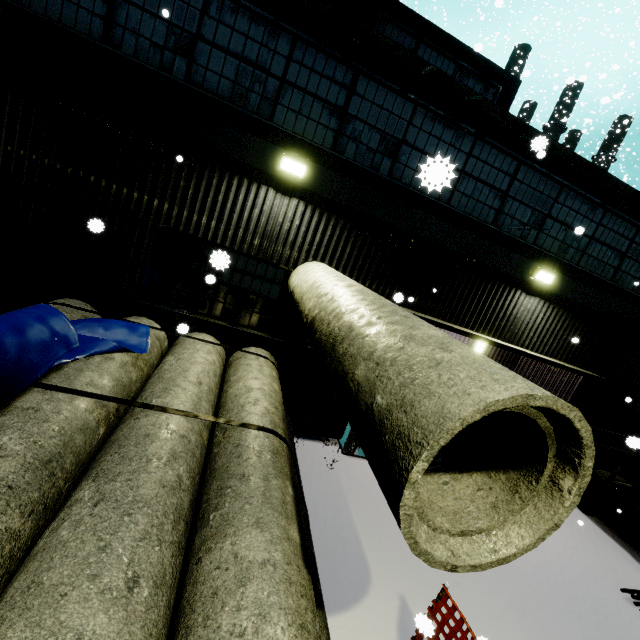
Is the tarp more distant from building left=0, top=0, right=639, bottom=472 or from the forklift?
the forklift

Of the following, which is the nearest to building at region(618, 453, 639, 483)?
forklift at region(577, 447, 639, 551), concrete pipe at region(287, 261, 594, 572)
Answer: concrete pipe at region(287, 261, 594, 572)

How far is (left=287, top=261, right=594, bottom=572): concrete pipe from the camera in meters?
1.5

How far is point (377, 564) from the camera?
4.9m

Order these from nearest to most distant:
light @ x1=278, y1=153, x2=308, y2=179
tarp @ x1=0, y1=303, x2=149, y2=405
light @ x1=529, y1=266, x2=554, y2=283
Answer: tarp @ x1=0, y1=303, x2=149, y2=405
light @ x1=278, y1=153, x2=308, y2=179
light @ x1=529, y1=266, x2=554, y2=283

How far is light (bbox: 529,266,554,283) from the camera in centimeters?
730cm

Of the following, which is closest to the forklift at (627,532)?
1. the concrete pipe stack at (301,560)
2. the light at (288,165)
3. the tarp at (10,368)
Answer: the concrete pipe stack at (301,560)

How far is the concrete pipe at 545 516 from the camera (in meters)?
1.49
